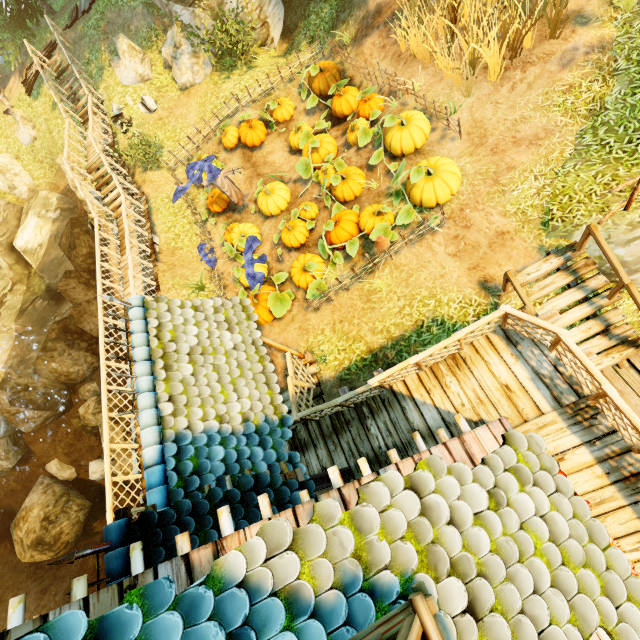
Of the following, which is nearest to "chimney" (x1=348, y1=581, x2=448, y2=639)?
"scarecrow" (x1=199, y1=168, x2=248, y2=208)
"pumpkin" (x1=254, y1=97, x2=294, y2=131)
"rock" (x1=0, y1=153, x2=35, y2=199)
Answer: "scarecrow" (x1=199, y1=168, x2=248, y2=208)

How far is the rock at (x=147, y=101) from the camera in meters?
14.2 m

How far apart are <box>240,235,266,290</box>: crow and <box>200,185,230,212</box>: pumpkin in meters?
2.9 m

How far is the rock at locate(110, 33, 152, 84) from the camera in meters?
13.6 m

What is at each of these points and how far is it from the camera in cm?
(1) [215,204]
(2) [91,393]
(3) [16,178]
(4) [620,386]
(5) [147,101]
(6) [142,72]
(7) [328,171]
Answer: (1) pumpkin, 1227
(2) rock, 1788
(3) rock, 1919
(4) wooden platform, 686
(5) rock, 1423
(6) rock, 1422
(7) pumpkin, 978

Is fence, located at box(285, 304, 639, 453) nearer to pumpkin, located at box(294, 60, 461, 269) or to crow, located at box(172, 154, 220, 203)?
crow, located at box(172, 154, 220, 203)

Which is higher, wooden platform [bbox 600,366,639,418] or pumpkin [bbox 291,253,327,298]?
pumpkin [bbox 291,253,327,298]

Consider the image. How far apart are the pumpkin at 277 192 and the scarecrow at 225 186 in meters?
0.2
